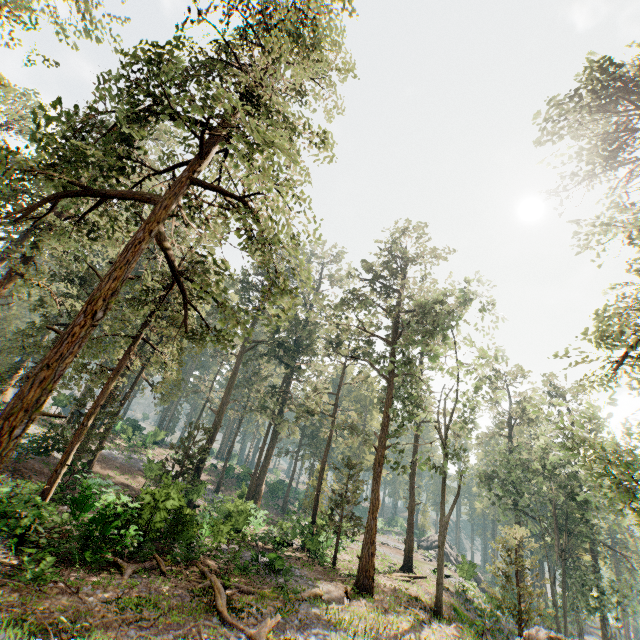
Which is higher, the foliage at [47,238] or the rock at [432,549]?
the foliage at [47,238]

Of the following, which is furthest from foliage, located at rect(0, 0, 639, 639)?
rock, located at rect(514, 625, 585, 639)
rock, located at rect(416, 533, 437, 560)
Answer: rock, located at rect(416, 533, 437, 560)

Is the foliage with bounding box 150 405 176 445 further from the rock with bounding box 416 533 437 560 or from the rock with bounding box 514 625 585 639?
the rock with bounding box 416 533 437 560

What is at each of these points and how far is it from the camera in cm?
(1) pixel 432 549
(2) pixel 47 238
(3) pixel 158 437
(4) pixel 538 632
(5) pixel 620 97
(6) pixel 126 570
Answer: (1) rock, 4953
(2) foliage, 1684
(3) foliage, 4531
(4) rock, 1019
(5) foliage, 1633
(6) foliage, 1305

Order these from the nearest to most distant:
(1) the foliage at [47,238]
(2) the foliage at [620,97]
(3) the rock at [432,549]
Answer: (1) the foliage at [47,238] → (2) the foliage at [620,97] → (3) the rock at [432,549]

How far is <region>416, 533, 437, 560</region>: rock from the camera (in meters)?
47.31
